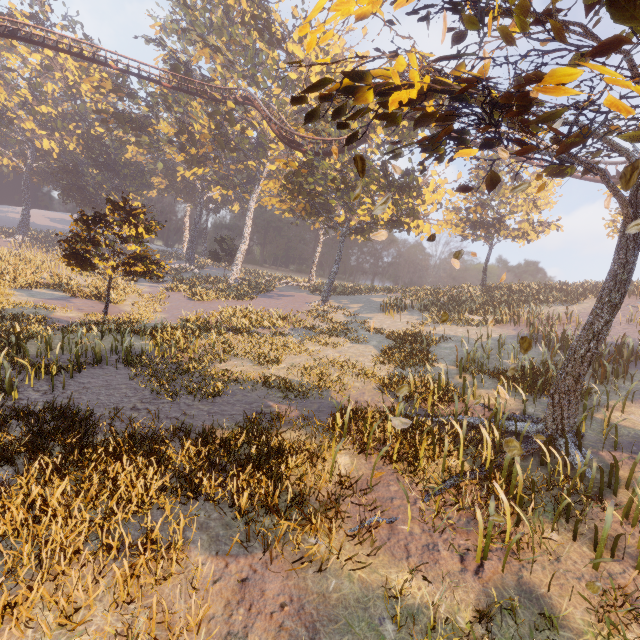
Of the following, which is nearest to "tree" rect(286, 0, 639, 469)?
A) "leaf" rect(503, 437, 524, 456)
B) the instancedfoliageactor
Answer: "leaf" rect(503, 437, 524, 456)

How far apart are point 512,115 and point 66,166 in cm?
6235

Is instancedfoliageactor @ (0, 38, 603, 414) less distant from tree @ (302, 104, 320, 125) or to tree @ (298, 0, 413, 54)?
tree @ (298, 0, 413, 54)

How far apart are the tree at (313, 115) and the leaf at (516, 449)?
3.84m

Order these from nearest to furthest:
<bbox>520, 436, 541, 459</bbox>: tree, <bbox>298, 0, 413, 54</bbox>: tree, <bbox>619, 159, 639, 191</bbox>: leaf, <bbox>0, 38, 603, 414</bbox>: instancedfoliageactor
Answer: <bbox>619, 159, 639, 191</bbox>: leaf < <bbox>298, 0, 413, 54</bbox>: tree < <bbox>520, 436, 541, 459</bbox>: tree < <bbox>0, 38, 603, 414</bbox>: instancedfoliageactor

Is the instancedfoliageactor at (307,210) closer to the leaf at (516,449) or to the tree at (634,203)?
the tree at (634,203)

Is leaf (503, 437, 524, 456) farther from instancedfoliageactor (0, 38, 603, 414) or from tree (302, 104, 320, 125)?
instancedfoliageactor (0, 38, 603, 414)

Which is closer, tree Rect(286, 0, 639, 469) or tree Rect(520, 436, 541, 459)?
tree Rect(286, 0, 639, 469)
